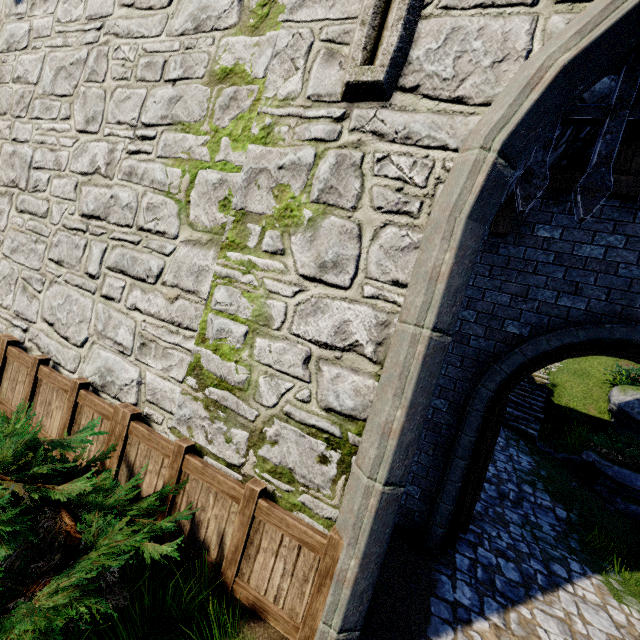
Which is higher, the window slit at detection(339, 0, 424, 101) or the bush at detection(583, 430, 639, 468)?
the window slit at detection(339, 0, 424, 101)

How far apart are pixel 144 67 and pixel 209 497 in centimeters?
581cm

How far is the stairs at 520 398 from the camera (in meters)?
11.62

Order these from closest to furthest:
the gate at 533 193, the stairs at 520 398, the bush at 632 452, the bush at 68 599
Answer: the bush at 68 599, the gate at 533 193, the bush at 632 452, the stairs at 520 398

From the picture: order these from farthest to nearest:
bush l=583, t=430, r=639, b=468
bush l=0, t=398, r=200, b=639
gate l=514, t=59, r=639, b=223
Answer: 1. bush l=583, t=430, r=639, b=468
2. gate l=514, t=59, r=639, b=223
3. bush l=0, t=398, r=200, b=639

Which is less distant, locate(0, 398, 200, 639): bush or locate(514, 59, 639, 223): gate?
locate(0, 398, 200, 639): bush

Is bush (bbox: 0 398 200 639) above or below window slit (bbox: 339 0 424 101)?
below

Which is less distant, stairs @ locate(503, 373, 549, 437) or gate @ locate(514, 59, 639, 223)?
gate @ locate(514, 59, 639, 223)
